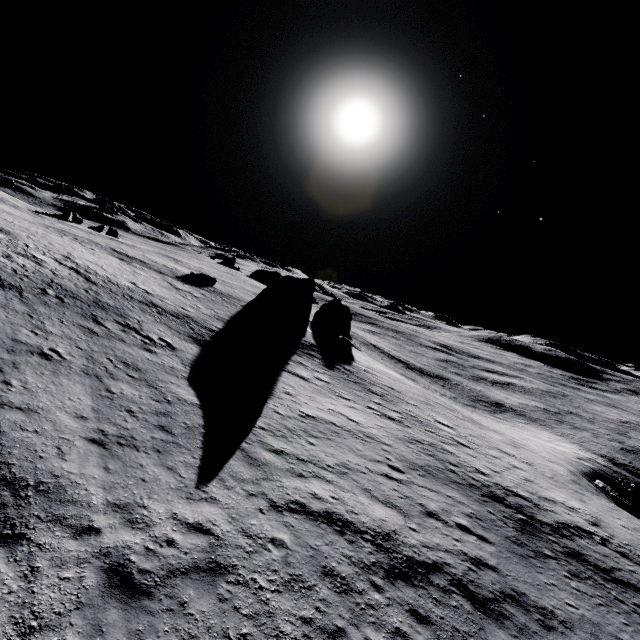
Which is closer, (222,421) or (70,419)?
(70,419)

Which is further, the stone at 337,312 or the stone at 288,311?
the stone at 337,312

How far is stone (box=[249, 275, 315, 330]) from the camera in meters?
38.1 m

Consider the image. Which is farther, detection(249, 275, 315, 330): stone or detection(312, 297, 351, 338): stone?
detection(312, 297, 351, 338): stone

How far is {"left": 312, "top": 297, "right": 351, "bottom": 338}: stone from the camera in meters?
49.8

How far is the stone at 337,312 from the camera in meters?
49.8 m
